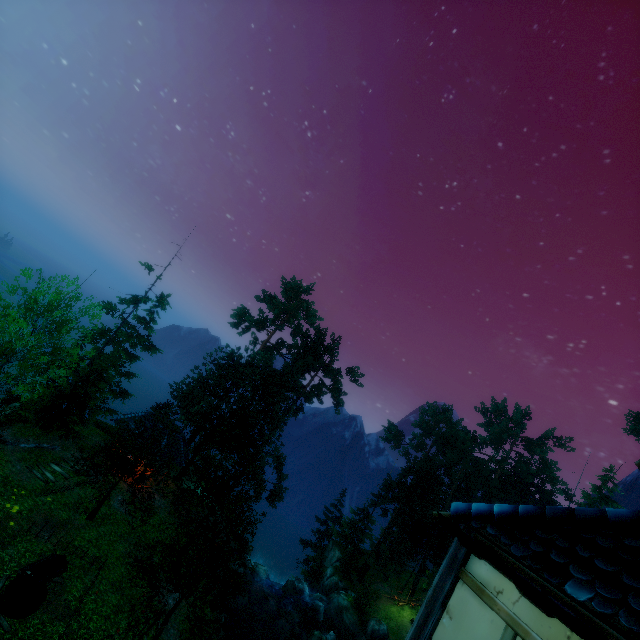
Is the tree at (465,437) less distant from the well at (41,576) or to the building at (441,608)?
the well at (41,576)

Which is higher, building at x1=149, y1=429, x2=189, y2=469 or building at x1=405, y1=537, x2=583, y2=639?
building at x1=405, y1=537, x2=583, y2=639

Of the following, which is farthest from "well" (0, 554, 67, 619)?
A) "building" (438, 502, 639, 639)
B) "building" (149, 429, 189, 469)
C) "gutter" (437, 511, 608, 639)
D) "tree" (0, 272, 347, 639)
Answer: "gutter" (437, 511, 608, 639)

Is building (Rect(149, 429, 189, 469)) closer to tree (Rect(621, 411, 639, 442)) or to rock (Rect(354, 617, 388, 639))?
tree (Rect(621, 411, 639, 442))

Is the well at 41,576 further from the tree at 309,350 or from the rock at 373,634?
the rock at 373,634

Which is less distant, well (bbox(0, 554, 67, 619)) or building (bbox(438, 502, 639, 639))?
building (bbox(438, 502, 639, 639))

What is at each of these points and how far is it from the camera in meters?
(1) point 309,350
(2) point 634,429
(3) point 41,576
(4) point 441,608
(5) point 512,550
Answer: (1) tree, 38.3 m
(2) tree, 59.0 m
(3) well, 13.2 m
(4) building, 3.5 m
(5) building, 3.2 m

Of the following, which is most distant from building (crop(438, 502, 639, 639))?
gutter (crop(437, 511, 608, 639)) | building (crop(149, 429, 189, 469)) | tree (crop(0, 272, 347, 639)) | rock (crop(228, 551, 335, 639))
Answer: rock (crop(228, 551, 335, 639))
